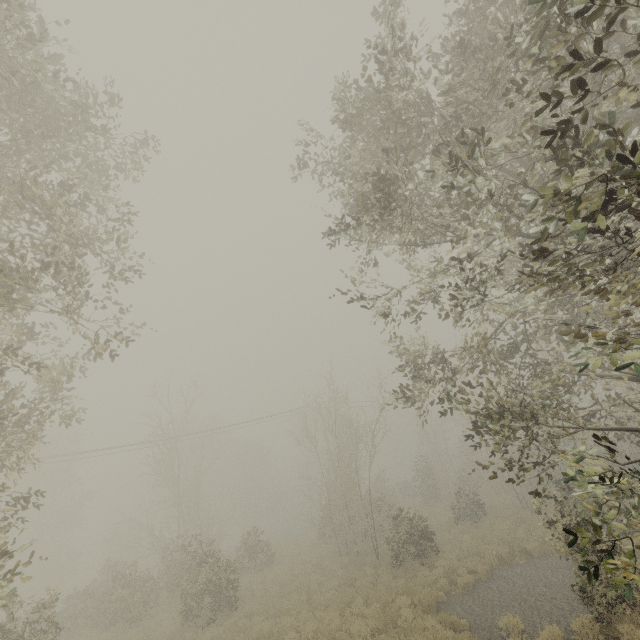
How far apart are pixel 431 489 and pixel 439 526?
7.9m
